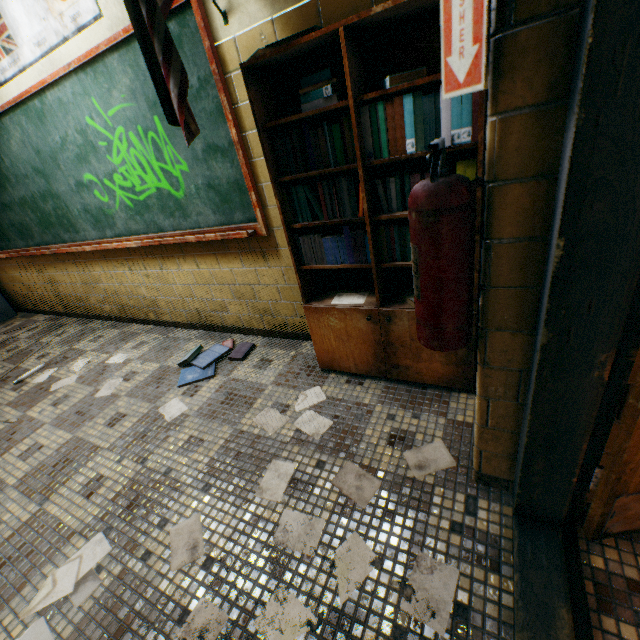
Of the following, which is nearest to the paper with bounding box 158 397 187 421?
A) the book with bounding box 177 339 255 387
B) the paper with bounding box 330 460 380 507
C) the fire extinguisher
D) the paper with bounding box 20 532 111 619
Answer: the book with bounding box 177 339 255 387

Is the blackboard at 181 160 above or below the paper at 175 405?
above

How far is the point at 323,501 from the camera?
1.50m

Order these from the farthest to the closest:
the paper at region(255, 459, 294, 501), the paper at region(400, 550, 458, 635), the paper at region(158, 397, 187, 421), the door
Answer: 1. the paper at region(158, 397, 187, 421)
2. the paper at region(255, 459, 294, 501)
3. the paper at region(400, 550, 458, 635)
4. the door

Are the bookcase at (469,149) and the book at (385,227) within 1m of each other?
yes

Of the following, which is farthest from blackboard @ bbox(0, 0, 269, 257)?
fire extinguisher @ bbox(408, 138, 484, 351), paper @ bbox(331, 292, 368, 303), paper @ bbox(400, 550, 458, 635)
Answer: paper @ bbox(400, 550, 458, 635)

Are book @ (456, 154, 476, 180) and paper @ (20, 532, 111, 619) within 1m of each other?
no

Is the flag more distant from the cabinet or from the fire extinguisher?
the cabinet
